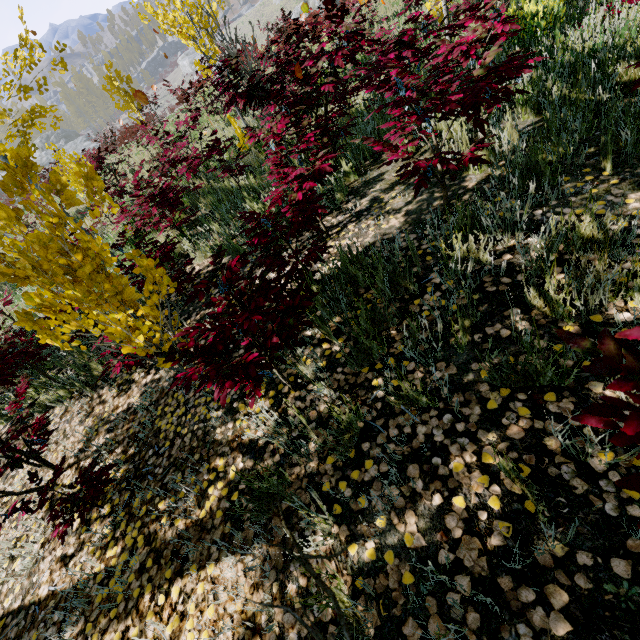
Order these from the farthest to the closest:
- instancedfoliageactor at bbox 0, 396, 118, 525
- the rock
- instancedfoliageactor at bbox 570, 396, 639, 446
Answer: the rock
instancedfoliageactor at bbox 0, 396, 118, 525
instancedfoliageactor at bbox 570, 396, 639, 446

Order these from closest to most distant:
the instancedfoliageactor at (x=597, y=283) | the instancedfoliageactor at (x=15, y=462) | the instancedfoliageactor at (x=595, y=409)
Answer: the instancedfoliageactor at (x=595, y=409), the instancedfoliageactor at (x=597, y=283), the instancedfoliageactor at (x=15, y=462)

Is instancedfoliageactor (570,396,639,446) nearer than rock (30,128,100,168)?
Yes

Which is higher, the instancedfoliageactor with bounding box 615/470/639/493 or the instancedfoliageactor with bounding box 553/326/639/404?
the instancedfoliageactor with bounding box 553/326/639/404

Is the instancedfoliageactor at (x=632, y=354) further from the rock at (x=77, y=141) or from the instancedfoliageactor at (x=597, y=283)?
the rock at (x=77, y=141)

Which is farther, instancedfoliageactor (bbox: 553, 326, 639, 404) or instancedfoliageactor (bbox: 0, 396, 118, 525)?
instancedfoliageactor (bbox: 0, 396, 118, 525)

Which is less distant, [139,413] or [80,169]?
[80,169]
